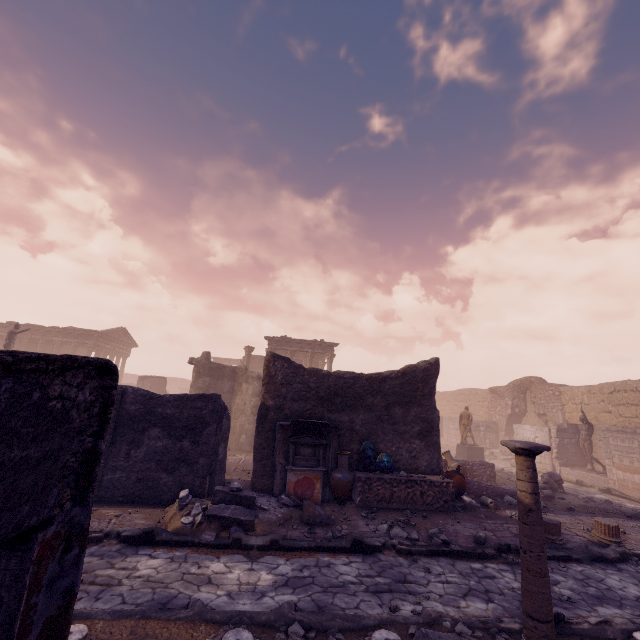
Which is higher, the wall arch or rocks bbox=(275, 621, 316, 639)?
the wall arch

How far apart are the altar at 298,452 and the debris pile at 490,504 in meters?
3.5

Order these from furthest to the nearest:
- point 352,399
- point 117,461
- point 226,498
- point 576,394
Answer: point 576,394 < point 352,399 < point 117,461 < point 226,498

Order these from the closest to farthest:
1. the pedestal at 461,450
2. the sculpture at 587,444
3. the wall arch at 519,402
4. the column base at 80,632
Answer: the column base at 80,632 < the sculpture at 587,444 < the pedestal at 461,450 < the wall arch at 519,402

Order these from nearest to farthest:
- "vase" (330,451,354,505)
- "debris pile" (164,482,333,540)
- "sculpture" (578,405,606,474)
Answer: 1. "debris pile" (164,482,333,540)
2. "vase" (330,451,354,505)
3. "sculpture" (578,405,606,474)

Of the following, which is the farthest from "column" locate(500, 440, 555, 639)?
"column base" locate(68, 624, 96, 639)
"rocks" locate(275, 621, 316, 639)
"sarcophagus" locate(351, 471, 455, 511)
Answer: "sarcophagus" locate(351, 471, 455, 511)

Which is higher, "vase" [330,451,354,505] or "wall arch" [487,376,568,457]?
"wall arch" [487,376,568,457]

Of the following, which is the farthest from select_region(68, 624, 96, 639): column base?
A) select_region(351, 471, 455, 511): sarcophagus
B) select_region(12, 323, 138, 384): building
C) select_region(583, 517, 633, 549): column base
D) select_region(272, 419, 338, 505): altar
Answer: select_region(12, 323, 138, 384): building
